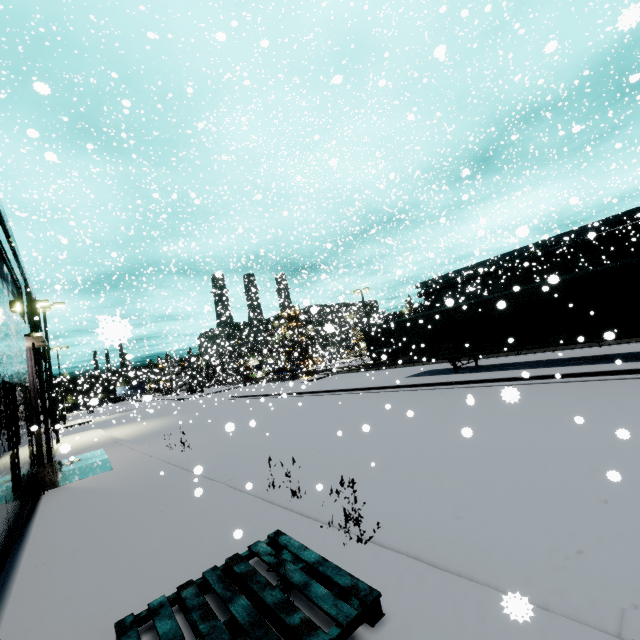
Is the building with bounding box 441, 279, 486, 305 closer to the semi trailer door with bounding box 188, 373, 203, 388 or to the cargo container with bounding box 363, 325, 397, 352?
the cargo container with bounding box 363, 325, 397, 352

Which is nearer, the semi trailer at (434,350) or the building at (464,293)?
the semi trailer at (434,350)

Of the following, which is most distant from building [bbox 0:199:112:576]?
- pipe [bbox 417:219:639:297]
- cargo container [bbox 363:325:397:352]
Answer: cargo container [bbox 363:325:397:352]

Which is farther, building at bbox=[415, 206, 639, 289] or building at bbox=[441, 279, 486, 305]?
building at bbox=[415, 206, 639, 289]

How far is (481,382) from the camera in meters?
14.3

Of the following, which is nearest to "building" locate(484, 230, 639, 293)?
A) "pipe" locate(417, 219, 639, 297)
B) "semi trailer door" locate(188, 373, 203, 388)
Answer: "pipe" locate(417, 219, 639, 297)

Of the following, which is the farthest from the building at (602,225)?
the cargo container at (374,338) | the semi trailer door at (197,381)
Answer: the semi trailer door at (197,381)

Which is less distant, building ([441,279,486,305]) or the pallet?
the pallet
